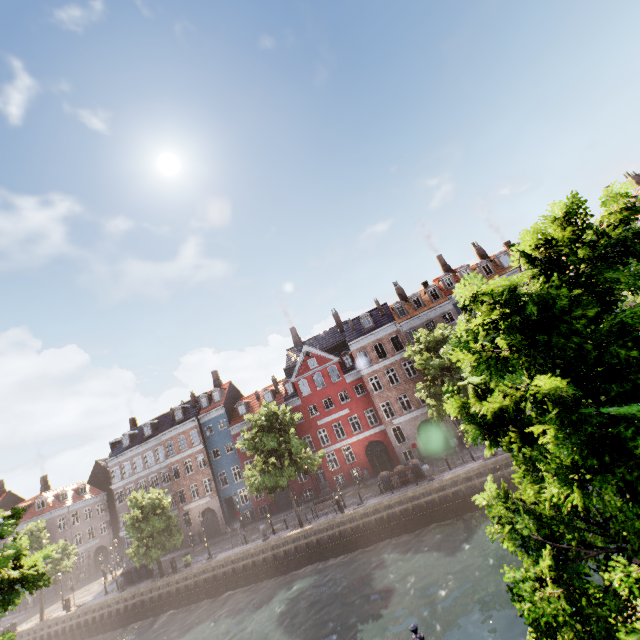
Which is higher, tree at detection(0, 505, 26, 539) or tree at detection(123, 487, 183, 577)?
tree at detection(0, 505, 26, 539)

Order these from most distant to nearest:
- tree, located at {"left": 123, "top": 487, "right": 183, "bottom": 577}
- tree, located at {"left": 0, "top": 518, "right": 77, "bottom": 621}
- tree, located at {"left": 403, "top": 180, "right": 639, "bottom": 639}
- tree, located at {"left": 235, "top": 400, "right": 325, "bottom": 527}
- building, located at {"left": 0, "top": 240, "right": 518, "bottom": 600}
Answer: building, located at {"left": 0, "top": 240, "right": 518, "bottom": 600} → tree, located at {"left": 123, "top": 487, "right": 183, "bottom": 577} → tree, located at {"left": 235, "top": 400, "right": 325, "bottom": 527} → tree, located at {"left": 0, "top": 518, "right": 77, "bottom": 621} → tree, located at {"left": 403, "top": 180, "right": 639, "bottom": 639}

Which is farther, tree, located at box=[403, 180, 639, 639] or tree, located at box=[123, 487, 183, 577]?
tree, located at box=[123, 487, 183, 577]

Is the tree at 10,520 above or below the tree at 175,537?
above

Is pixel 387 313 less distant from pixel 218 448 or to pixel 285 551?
pixel 285 551

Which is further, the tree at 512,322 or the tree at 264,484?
the tree at 264,484
